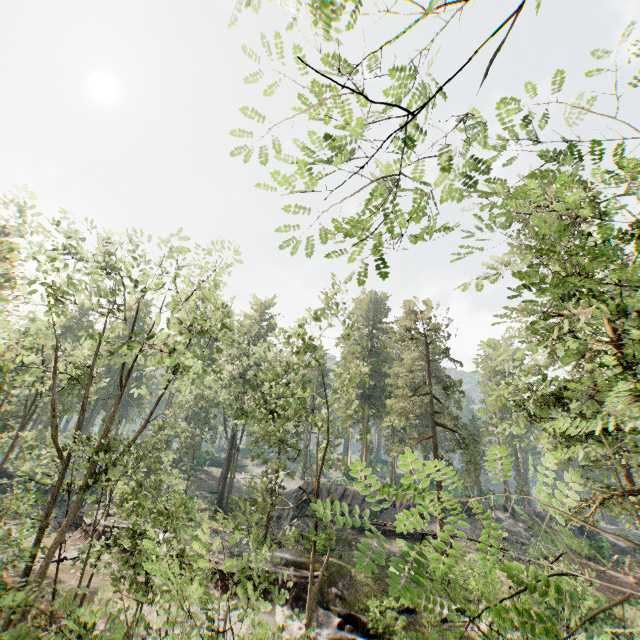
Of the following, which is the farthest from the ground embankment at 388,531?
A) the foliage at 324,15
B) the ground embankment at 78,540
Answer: the ground embankment at 78,540

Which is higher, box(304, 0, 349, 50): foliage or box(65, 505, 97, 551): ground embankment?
box(304, 0, 349, 50): foliage

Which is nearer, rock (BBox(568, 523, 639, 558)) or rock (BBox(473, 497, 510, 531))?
rock (BBox(568, 523, 639, 558))

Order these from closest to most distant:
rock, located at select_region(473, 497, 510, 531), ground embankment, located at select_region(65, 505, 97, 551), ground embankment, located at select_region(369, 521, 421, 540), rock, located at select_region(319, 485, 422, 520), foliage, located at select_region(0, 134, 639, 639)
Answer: foliage, located at select_region(0, 134, 639, 639) < ground embankment, located at select_region(65, 505, 97, 551) < ground embankment, located at select_region(369, 521, 421, 540) < rock, located at select_region(319, 485, 422, 520) < rock, located at select_region(473, 497, 510, 531)

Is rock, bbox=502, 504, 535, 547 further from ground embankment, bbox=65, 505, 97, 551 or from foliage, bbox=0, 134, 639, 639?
ground embankment, bbox=65, 505, 97, 551

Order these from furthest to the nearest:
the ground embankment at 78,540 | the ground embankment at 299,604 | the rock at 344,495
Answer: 1. the rock at 344,495
2. the ground embankment at 78,540
3. the ground embankment at 299,604

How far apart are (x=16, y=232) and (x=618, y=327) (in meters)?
23.71
